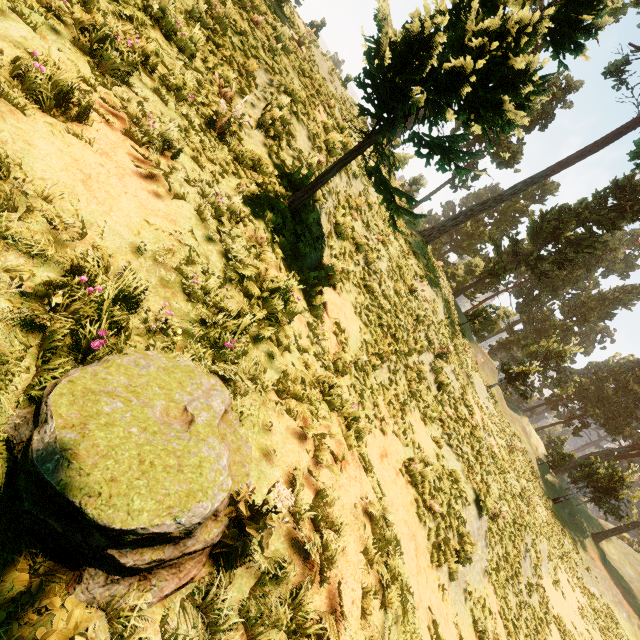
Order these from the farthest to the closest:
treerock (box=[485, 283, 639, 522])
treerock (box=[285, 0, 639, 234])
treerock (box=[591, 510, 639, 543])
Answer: treerock (box=[485, 283, 639, 522]), treerock (box=[591, 510, 639, 543]), treerock (box=[285, 0, 639, 234])

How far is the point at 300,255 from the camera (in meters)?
6.59

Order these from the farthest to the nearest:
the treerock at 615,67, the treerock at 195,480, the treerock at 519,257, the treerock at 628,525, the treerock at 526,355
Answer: the treerock at 526,355
the treerock at 628,525
the treerock at 519,257
the treerock at 615,67
the treerock at 195,480

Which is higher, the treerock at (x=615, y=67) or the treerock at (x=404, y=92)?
the treerock at (x=615, y=67)

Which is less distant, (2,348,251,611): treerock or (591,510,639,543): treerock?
(2,348,251,611): treerock

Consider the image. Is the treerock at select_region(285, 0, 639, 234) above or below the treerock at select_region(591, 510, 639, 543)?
below
